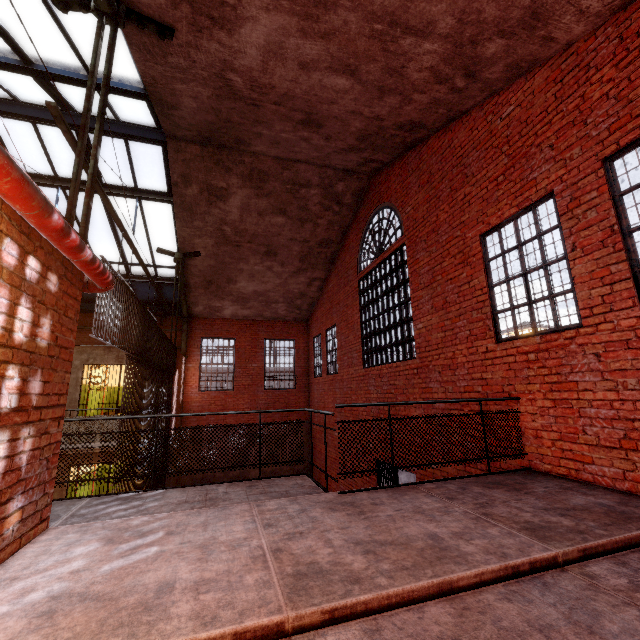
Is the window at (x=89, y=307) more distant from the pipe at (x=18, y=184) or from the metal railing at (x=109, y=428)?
the metal railing at (x=109, y=428)

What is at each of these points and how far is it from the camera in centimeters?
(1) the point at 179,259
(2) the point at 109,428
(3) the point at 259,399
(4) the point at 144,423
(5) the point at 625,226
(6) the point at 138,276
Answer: (1) support beam, 1188cm
(2) metal railing, 891cm
(3) trim, 1541cm
(4) metal bar, 686cm
(5) window, 373cm
(6) window, 1277cm

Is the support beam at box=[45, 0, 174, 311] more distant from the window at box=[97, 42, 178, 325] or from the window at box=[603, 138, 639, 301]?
the window at box=[603, 138, 639, 301]

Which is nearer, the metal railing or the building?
the metal railing

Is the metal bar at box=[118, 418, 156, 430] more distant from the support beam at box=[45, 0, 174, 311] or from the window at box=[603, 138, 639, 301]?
the window at box=[603, 138, 639, 301]

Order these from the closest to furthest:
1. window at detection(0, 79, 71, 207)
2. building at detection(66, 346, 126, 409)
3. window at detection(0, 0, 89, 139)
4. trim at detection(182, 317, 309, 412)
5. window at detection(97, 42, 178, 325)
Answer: window at detection(0, 0, 89, 139), window at detection(97, 42, 178, 325), window at detection(0, 79, 71, 207), building at detection(66, 346, 126, 409), trim at detection(182, 317, 309, 412)

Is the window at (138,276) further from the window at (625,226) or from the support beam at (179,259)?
the window at (625,226)

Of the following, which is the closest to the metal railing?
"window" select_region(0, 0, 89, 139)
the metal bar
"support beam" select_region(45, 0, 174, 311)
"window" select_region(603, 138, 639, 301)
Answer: the metal bar
